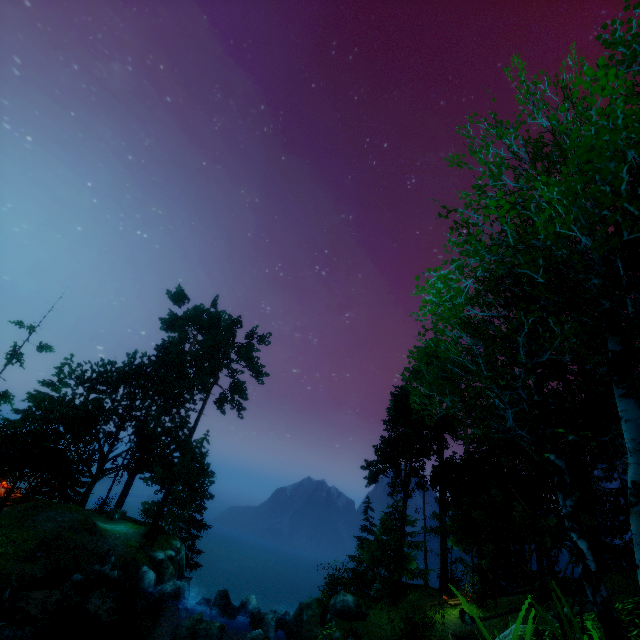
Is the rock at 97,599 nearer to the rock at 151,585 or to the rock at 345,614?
the rock at 345,614

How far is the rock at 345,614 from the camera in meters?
14.9 m

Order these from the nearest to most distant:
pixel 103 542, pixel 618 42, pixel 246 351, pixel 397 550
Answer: pixel 618 42 < pixel 103 542 < pixel 397 550 < pixel 246 351

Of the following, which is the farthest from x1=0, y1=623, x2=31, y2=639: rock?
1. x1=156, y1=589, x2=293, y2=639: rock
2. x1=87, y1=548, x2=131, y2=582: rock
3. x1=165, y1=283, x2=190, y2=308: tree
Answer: x1=165, y1=283, x2=190, y2=308: tree

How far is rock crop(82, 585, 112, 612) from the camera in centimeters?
1733cm

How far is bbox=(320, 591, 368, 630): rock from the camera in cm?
1491

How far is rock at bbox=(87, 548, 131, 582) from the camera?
19.4 meters

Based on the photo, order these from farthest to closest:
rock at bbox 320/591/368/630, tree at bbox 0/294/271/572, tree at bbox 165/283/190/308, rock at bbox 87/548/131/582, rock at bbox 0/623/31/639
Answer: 1. tree at bbox 165/283/190/308
2. tree at bbox 0/294/271/572
3. rock at bbox 87/548/131/582
4. rock at bbox 320/591/368/630
5. rock at bbox 0/623/31/639
